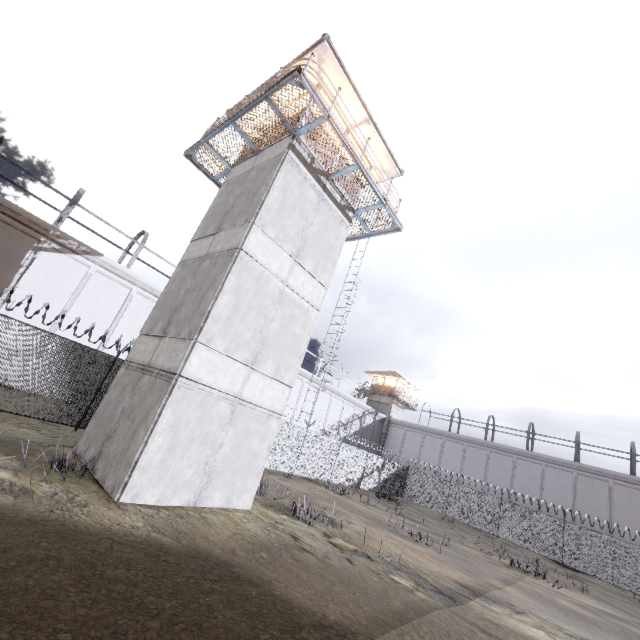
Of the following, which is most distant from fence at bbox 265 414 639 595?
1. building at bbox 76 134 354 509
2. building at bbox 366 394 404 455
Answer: building at bbox 366 394 404 455

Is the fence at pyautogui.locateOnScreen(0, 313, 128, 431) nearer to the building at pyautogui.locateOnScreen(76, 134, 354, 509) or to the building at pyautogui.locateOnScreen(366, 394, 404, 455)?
the building at pyautogui.locateOnScreen(76, 134, 354, 509)

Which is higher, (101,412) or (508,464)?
(508,464)

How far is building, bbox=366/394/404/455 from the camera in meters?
42.9 m

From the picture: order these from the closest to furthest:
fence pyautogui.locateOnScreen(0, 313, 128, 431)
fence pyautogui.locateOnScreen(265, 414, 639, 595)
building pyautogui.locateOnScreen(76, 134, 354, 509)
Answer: building pyautogui.locateOnScreen(76, 134, 354, 509) < fence pyautogui.locateOnScreen(0, 313, 128, 431) < fence pyautogui.locateOnScreen(265, 414, 639, 595)

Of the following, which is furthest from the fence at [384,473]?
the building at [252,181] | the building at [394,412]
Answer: the building at [394,412]

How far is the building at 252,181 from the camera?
8.2 meters

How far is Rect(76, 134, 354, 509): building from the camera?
8.2m
